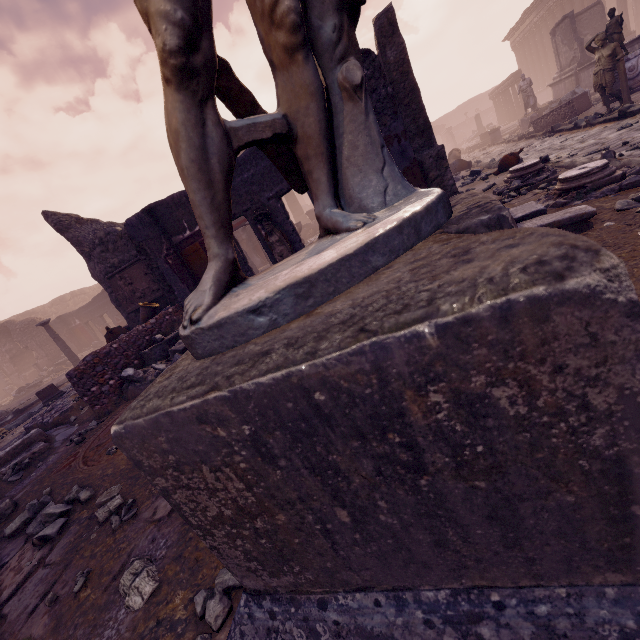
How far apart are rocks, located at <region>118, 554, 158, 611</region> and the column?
34.7 meters

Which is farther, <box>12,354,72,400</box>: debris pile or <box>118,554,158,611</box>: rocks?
<box>12,354,72,400</box>: debris pile

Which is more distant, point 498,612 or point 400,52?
point 400,52

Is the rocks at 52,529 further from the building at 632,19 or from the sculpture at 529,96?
the building at 632,19

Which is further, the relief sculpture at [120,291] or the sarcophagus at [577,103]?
the sarcophagus at [577,103]

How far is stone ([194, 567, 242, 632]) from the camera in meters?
1.4

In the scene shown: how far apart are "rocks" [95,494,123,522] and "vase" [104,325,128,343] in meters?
7.2

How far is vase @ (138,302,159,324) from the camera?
6.5m
